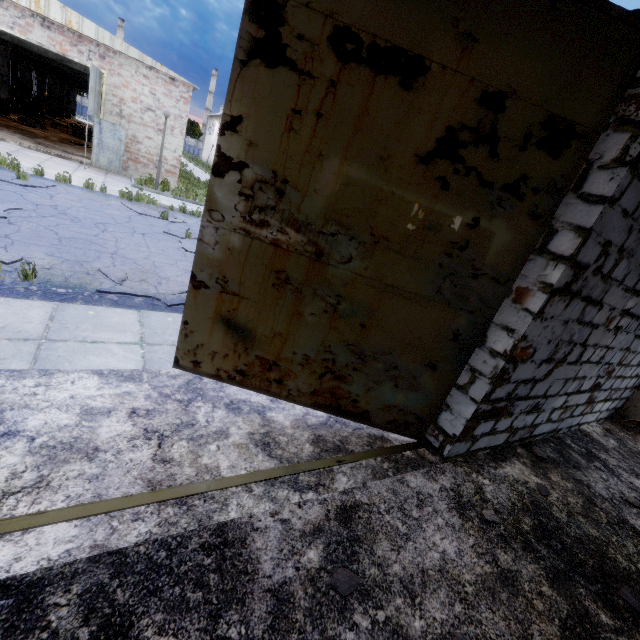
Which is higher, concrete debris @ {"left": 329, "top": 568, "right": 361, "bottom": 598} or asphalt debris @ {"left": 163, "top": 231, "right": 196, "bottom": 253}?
concrete debris @ {"left": 329, "top": 568, "right": 361, "bottom": 598}

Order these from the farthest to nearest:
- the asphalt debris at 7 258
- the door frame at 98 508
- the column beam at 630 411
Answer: the column beam at 630 411
the asphalt debris at 7 258
the door frame at 98 508

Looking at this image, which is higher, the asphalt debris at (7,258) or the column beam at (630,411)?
the column beam at (630,411)

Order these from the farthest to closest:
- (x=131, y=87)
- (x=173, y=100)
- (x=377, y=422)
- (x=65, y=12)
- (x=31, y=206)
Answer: (x=173, y=100), (x=131, y=87), (x=65, y=12), (x=31, y=206), (x=377, y=422)

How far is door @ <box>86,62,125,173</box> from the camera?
12.72m

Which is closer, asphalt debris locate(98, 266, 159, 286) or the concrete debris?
the concrete debris

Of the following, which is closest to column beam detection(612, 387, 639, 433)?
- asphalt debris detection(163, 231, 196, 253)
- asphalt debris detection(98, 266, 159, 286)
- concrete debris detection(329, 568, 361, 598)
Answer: concrete debris detection(329, 568, 361, 598)

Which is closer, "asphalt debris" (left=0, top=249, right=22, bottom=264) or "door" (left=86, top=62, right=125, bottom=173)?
"asphalt debris" (left=0, top=249, right=22, bottom=264)
